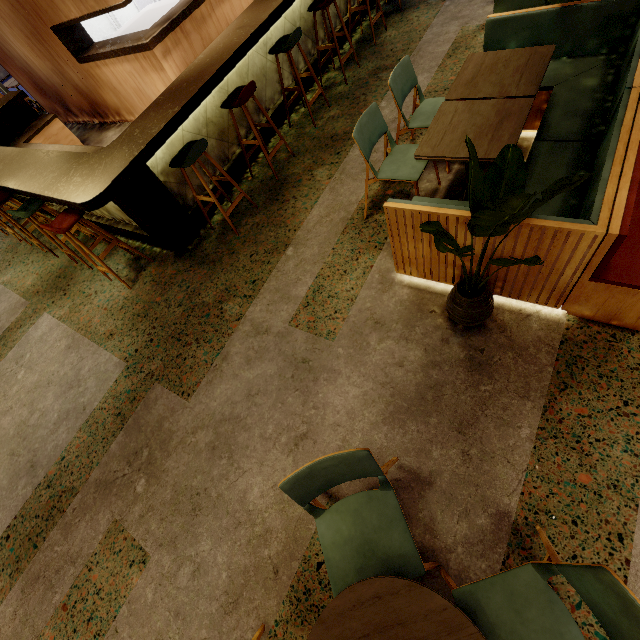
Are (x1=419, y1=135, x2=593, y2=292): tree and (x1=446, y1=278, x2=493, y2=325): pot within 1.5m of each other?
yes

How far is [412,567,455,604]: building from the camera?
1.7m

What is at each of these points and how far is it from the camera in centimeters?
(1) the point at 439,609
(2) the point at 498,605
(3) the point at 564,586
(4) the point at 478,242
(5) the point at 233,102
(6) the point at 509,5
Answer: (1) table, 116cm
(2) chair, 133cm
(3) building, 162cm
(4) seat, 205cm
(5) chair, 346cm
(6) couch, 376cm

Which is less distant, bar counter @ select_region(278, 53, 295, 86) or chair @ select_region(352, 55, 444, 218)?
chair @ select_region(352, 55, 444, 218)

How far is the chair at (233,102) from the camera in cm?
340

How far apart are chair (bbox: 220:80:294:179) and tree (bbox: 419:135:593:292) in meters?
2.8

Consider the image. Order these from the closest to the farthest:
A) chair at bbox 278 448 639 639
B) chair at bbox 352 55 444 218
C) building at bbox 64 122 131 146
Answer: chair at bbox 278 448 639 639, chair at bbox 352 55 444 218, building at bbox 64 122 131 146

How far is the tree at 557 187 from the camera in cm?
133
